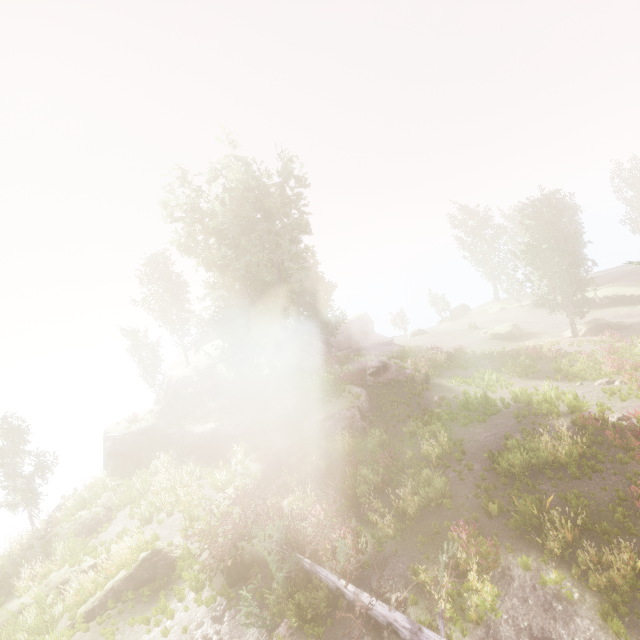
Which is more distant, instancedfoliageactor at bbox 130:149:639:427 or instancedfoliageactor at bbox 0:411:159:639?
instancedfoliageactor at bbox 130:149:639:427

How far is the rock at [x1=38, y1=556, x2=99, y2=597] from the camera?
14.1 meters

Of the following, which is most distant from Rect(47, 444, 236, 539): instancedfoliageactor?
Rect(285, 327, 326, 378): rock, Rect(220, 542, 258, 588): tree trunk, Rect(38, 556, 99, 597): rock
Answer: Rect(38, 556, 99, 597): rock

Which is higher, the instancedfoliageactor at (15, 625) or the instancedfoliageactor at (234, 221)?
the instancedfoliageactor at (234, 221)

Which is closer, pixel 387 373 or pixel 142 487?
pixel 142 487

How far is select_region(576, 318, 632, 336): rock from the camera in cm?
2757

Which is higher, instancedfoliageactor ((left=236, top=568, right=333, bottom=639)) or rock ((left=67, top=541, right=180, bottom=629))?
rock ((left=67, top=541, right=180, bottom=629))
